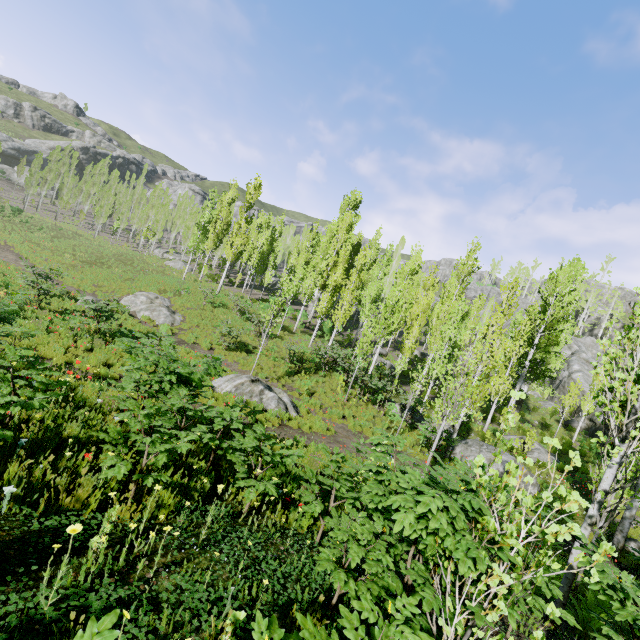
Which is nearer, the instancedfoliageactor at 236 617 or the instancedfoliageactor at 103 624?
the instancedfoliageactor at 103 624

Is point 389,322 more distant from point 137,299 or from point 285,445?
point 137,299

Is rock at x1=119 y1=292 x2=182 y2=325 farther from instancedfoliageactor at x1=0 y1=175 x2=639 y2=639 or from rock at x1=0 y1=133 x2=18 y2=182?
rock at x1=0 y1=133 x2=18 y2=182

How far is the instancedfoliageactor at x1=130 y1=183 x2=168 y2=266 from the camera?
41.8m

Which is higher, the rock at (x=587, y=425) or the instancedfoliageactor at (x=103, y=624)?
the instancedfoliageactor at (x=103, y=624)

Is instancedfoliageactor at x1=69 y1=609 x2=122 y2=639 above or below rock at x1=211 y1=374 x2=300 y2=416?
above

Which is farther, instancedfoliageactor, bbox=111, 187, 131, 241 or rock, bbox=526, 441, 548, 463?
instancedfoliageactor, bbox=111, 187, 131, 241
